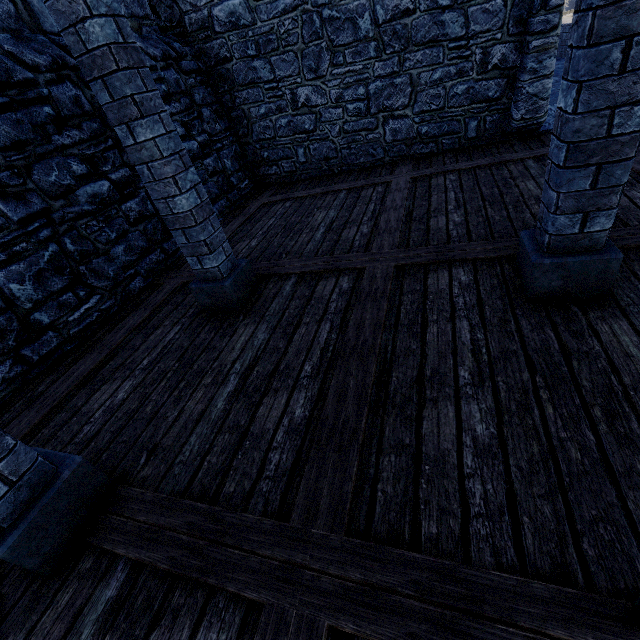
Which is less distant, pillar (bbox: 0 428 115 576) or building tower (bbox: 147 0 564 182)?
pillar (bbox: 0 428 115 576)

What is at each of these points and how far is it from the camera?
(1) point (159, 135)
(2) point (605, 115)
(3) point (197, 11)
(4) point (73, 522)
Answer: (1) pillar, 2.69m
(2) pillar, 1.82m
(3) building tower, 6.05m
(4) pillar, 1.94m

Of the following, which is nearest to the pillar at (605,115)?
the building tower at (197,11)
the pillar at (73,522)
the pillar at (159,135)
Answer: the pillar at (159,135)

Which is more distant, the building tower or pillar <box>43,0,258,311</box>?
the building tower

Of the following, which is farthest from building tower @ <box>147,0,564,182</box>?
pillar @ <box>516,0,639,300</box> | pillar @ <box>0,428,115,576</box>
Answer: pillar @ <box>516,0,639,300</box>

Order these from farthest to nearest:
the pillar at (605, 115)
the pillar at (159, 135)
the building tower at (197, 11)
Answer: the building tower at (197, 11), the pillar at (159, 135), the pillar at (605, 115)

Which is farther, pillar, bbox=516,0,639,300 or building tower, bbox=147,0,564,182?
building tower, bbox=147,0,564,182

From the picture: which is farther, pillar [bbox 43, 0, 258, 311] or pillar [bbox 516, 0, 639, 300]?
pillar [bbox 43, 0, 258, 311]
